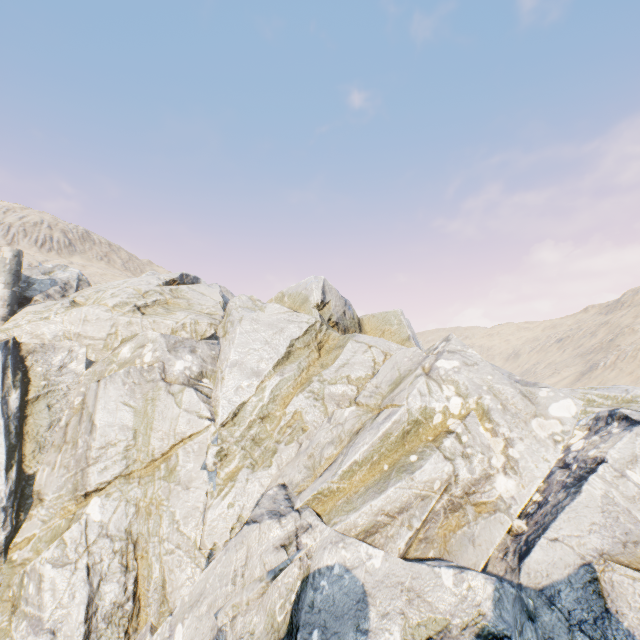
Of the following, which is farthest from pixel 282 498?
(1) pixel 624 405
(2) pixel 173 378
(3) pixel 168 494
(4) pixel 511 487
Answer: (1) pixel 624 405

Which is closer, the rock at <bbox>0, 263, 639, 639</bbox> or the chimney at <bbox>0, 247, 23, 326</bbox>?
the rock at <bbox>0, 263, 639, 639</bbox>

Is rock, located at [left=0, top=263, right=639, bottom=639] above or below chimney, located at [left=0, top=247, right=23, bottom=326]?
below

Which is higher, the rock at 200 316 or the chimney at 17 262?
the chimney at 17 262

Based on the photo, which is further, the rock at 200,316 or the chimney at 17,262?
the chimney at 17,262
